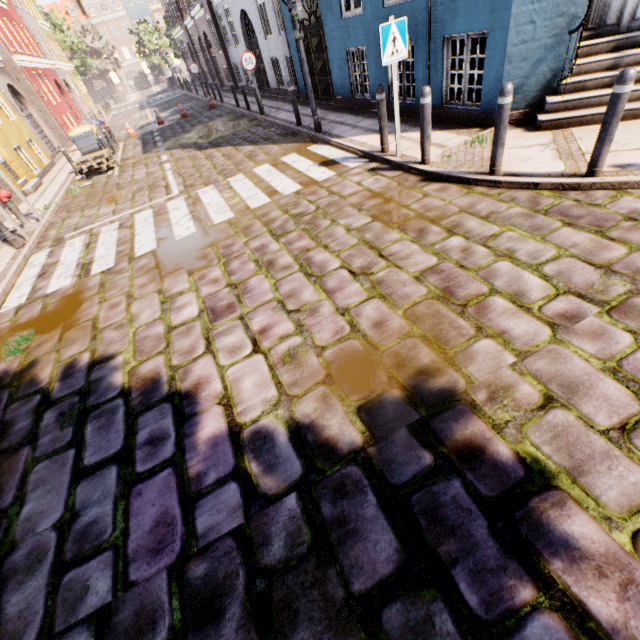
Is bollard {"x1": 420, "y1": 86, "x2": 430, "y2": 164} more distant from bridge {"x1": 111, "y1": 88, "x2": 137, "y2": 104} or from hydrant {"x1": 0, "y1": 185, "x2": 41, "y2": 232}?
bridge {"x1": 111, "y1": 88, "x2": 137, "y2": 104}

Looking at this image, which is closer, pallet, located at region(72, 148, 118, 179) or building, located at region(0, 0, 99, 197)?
pallet, located at region(72, 148, 118, 179)

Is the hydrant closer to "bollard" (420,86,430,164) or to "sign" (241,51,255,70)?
"sign" (241,51,255,70)

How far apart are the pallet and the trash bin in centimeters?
67cm

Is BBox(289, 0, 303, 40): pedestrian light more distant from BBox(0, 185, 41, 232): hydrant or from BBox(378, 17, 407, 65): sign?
BBox(0, 185, 41, 232): hydrant

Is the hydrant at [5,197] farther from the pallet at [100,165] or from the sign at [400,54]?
the sign at [400,54]

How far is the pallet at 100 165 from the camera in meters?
11.4 m

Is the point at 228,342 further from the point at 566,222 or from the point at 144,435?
the point at 566,222
